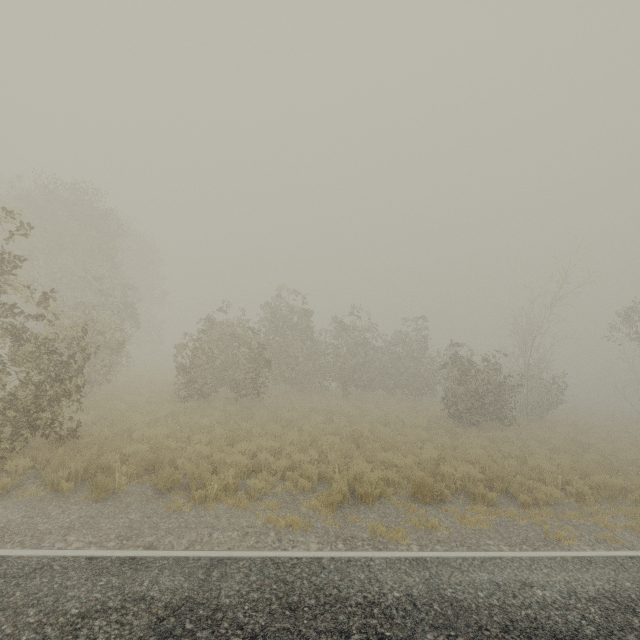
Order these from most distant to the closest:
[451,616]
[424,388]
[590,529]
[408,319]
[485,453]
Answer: [424,388] → [408,319] → [485,453] → [590,529] → [451,616]

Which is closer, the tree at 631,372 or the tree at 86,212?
the tree at 86,212

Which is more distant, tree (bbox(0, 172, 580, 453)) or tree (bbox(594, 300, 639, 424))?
tree (bbox(594, 300, 639, 424))
